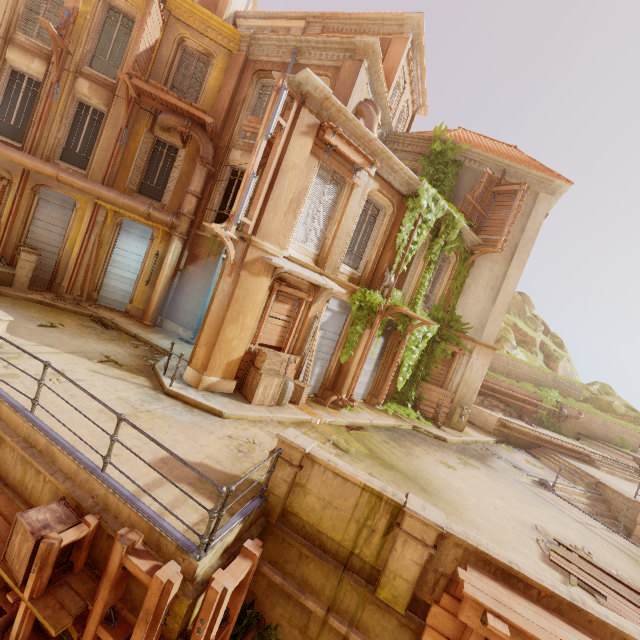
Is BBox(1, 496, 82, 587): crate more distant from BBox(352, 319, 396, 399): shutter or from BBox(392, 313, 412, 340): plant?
BBox(352, 319, 396, 399): shutter

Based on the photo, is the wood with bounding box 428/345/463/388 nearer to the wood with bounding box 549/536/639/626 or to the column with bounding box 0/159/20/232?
the wood with bounding box 549/536/639/626

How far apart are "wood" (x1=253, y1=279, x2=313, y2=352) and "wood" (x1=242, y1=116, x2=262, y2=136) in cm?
418

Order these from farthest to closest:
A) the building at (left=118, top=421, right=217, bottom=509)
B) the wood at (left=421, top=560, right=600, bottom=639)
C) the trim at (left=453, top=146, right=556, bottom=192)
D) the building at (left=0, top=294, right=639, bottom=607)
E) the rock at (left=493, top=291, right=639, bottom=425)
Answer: the rock at (left=493, top=291, right=639, bottom=425) < the trim at (left=453, top=146, right=556, bottom=192) < the building at (left=0, top=294, right=639, bottom=607) < the building at (left=118, top=421, right=217, bottom=509) < the wood at (left=421, top=560, right=600, bottom=639)

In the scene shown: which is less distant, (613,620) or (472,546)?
(613,620)

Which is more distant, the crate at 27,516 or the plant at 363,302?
the plant at 363,302

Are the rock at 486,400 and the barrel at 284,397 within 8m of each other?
no

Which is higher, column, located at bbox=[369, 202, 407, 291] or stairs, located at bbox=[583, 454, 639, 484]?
column, located at bbox=[369, 202, 407, 291]
